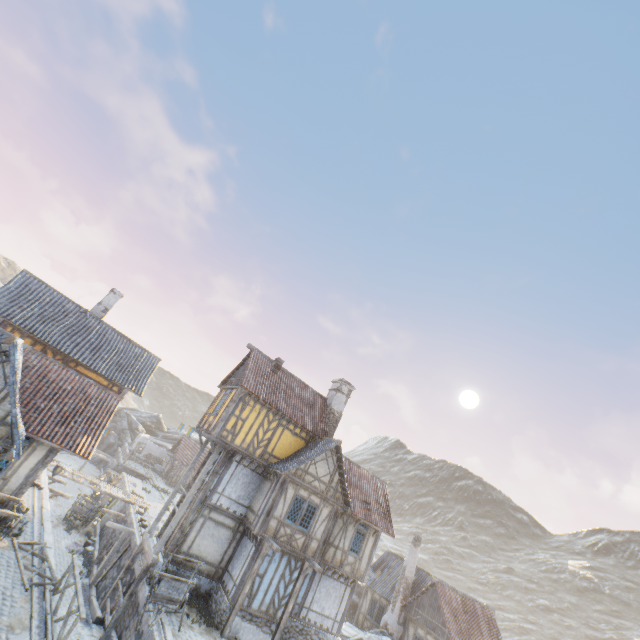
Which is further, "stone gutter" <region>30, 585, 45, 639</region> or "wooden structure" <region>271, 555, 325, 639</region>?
"wooden structure" <region>271, 555, 325, 639</region>

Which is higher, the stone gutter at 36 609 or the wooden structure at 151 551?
the wooden structure at 151 551

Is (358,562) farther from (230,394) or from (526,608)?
(526,608)

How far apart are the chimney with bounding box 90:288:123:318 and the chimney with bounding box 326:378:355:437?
16.9m

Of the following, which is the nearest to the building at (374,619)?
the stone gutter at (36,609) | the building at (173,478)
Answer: the building at (173,478)

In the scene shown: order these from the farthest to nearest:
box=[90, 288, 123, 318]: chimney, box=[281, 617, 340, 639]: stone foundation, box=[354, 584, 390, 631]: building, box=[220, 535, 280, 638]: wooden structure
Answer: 1. box=[354, 584, 390, 631]: building
2. box=[90, 288, 123, 318]: chimney
3. box=[281, 617, 340, 639]: stone foundation
4. box=[220, 535, 280, 638]: wooden structure

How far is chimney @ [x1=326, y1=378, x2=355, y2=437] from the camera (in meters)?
23.12

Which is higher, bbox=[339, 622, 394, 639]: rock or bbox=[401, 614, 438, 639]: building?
bbox=[401, 614, 438, 639]: building
